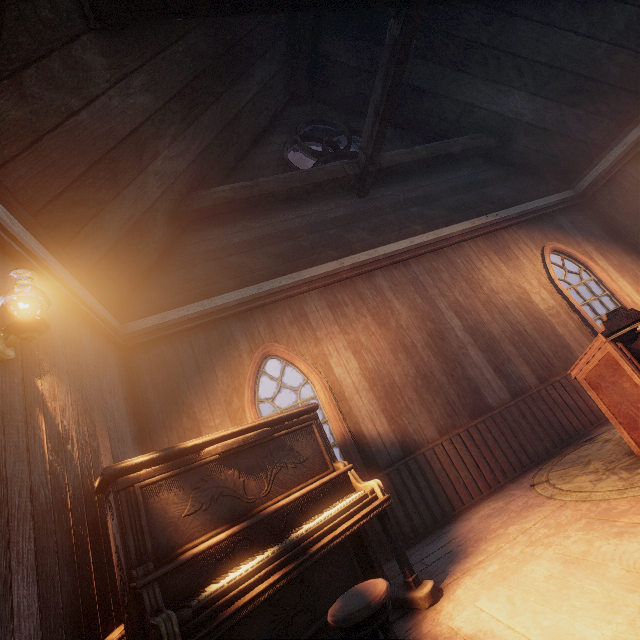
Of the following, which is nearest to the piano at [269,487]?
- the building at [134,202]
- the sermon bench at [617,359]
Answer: the building at [134,202]

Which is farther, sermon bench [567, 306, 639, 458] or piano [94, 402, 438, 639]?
sermon bench [567, 306, 639, 458]

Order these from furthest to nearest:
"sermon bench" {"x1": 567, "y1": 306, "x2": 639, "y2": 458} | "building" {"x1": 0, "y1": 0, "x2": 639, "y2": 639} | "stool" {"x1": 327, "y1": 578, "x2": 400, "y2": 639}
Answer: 1. "sermon bench" {"x1": 567, "y1": 306, "x2": 639, "y2": 458}
2. "building" {"x1": 0, "y1": 0, "x2": 639, "y2": 639}
3. "stool" {"x1": 327, "y1": 578, "x2": 400, "y2": 639}

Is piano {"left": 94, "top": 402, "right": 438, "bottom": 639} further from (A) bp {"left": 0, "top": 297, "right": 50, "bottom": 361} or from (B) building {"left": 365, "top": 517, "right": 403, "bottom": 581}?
(A) bp {"left": 0, "top": 297, "right": 50, "bottom": 361}

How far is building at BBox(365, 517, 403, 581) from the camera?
3.3 meters

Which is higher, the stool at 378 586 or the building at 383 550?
the stool at 378 586

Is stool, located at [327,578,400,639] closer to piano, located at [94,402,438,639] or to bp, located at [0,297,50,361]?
piano, located at [94,402,438,639]

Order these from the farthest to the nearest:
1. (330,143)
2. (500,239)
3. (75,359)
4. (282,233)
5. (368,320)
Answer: (330,143)
(500,239)
(282,233)
(368,320)
(75,359)
